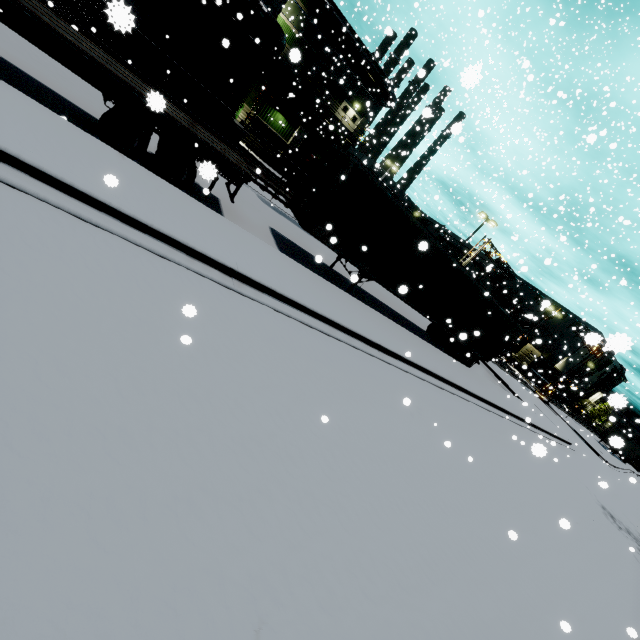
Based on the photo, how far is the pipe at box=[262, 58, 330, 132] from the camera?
30.98m

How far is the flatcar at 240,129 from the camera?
17.2 meters

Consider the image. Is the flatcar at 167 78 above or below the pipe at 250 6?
below

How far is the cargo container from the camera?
48.7m

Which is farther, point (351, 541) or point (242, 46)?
point (242, 46)

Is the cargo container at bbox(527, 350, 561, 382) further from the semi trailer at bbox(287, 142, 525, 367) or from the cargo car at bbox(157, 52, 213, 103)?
the cargo car at bbox(157, 52, 213, 103)

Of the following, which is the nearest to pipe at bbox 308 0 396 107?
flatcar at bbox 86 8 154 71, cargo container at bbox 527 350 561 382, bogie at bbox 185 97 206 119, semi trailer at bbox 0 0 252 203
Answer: semi trailer at bbox 0 0 252 203

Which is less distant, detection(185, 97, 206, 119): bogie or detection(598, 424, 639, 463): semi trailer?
detection(598, 424, 639, 463): semi trailer
